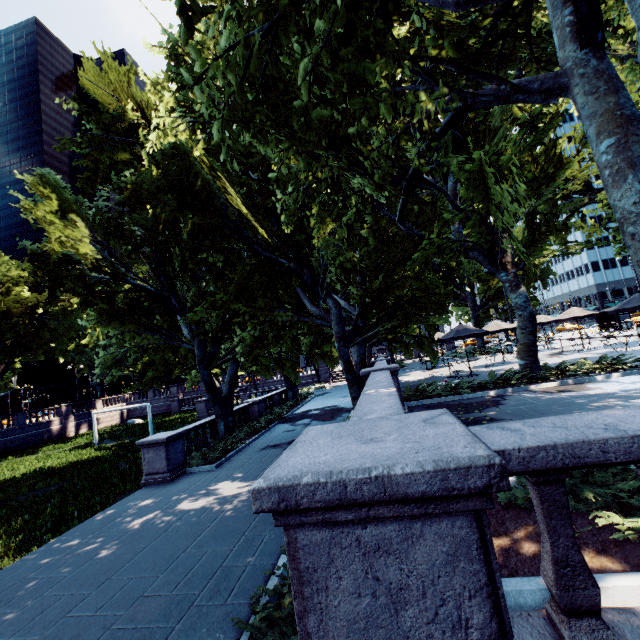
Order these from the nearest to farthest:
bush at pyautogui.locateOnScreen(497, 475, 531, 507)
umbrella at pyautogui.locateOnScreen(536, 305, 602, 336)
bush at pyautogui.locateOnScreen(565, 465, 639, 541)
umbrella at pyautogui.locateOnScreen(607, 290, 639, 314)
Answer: bush at pyautogui.locateOnScreen(565, 465, 639, 541) < bush at pyautogui.locateOnScreen(497, 475, 531, 507) < umbrella at pyautogui.locateOnScreen(607, 290, 639, 314) < umbrella at pyautogui.locateOnScreen(536, 305, 602, 336)

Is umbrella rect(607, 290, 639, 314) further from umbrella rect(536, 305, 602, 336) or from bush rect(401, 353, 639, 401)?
bush rect(401, 353, 639, 401)

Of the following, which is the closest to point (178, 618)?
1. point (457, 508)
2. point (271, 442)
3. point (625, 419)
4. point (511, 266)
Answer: point (457, 508)

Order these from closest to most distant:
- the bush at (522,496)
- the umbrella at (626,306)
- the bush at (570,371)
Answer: the bush at (522,496)
the bush at (570,371)
the umbrella at (626,306)

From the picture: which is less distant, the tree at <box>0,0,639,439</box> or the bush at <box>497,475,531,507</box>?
the bush at <box>497,475,531,507</box>

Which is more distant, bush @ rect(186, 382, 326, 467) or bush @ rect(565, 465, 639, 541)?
bush @ rect(186, 382, 326, 467)

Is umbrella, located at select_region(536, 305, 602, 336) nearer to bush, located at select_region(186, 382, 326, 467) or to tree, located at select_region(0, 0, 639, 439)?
tree, located at select_region(0, 0, 639, 439)

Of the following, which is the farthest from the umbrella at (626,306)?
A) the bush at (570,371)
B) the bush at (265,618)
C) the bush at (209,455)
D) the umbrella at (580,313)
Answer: the bush at (209,455)
